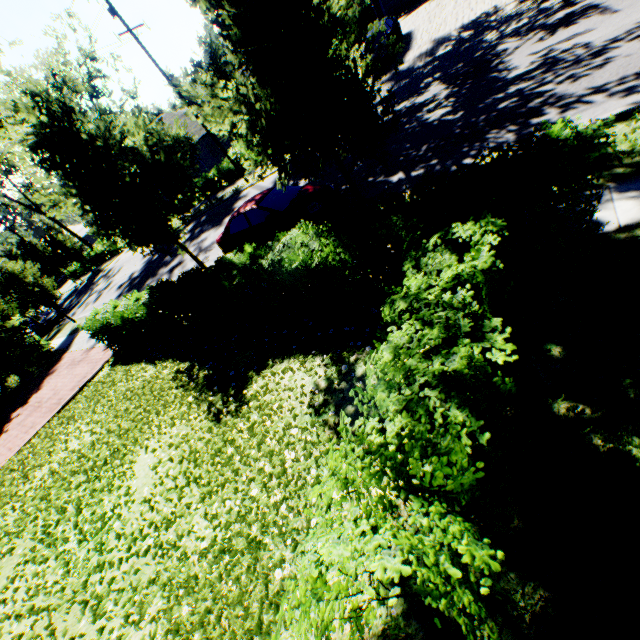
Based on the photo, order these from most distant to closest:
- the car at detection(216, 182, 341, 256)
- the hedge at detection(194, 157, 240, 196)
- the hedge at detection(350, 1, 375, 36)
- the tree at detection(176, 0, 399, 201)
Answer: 1. the hedge at detection(350, 1, 375, 36)
2. the hedge at detection(194, 157, 240, 196)
3. the car at detection(216, 182, 341, 256)
4. the tree at detection(176, 0, 399, 201)

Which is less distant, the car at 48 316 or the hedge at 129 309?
the hedge at 129 309

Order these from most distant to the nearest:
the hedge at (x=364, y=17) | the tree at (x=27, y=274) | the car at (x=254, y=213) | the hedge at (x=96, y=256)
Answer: the hedge at (x=364, y=17)
the hedge at (x=96, y=256)
the car at (x=254, y=213)
the tree at (x=27, y=274)

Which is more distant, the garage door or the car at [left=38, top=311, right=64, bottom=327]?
the car at [left=38, top=311, right=64, bottom=327]

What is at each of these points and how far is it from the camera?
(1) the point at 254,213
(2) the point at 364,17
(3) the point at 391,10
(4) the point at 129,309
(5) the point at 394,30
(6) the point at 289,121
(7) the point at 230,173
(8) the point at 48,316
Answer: (1) car, 10.3m
(2) hedge, 45.6m
(3) garage door, 25.8m
(4) hedge, 10.6m
(5) car, 19.5m
(6) tree, 5.7m
(7) hedge, 25.1m
(8) car, 29.6m

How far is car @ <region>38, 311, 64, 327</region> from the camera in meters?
29.2

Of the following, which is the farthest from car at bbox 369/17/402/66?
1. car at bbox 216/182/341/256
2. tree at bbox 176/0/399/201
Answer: car at bbox 216/182/341/256

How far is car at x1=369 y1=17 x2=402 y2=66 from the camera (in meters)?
18.58
